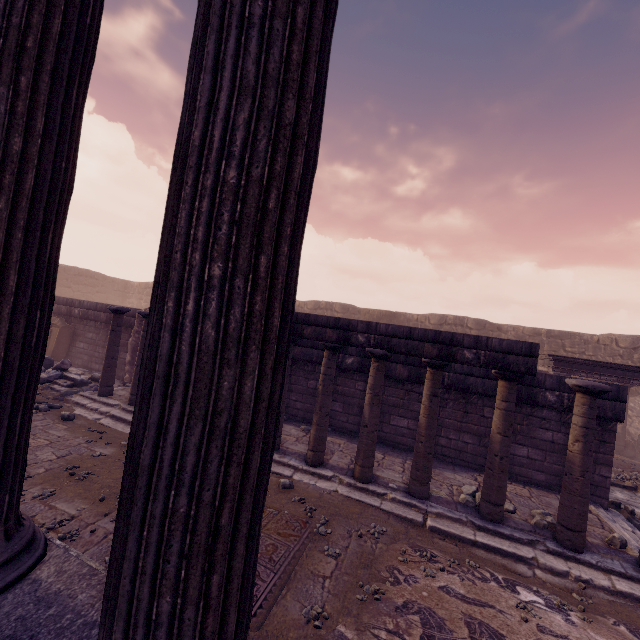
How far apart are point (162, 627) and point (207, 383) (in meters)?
0.67

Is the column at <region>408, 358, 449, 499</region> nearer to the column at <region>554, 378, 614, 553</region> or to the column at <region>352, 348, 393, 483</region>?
the column at <region>352, 348, 393, 483</region>

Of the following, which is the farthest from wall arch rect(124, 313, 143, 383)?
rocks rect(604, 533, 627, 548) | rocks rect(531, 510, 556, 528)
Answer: rocks rect(604, 533, 627, 548)

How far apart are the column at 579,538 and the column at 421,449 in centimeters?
189cm

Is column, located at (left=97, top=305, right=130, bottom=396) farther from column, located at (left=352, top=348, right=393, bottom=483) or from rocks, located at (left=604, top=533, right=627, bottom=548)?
rocks, located at (left=604, top=533, right=627, bottom=548)

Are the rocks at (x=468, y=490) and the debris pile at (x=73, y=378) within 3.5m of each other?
no

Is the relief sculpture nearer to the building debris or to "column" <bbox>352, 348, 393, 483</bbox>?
the building debris

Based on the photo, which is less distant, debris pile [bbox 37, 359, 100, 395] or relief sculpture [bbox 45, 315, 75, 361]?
debris pile [bbox 37, 359, 100, 395]
